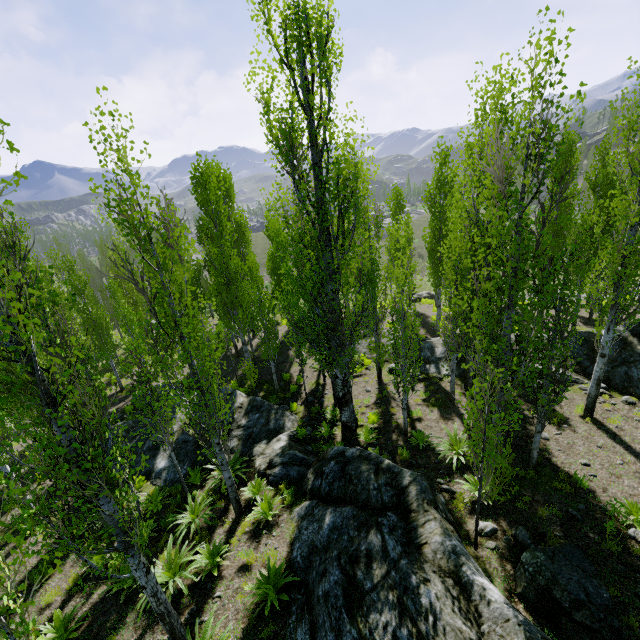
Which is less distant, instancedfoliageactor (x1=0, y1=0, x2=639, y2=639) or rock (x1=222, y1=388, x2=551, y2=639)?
instancedfoliageactor (x1=0, y1=0, x2=639, y2=639)

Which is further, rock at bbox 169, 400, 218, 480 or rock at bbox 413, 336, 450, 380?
rock at bbox 413, 336, 450, 380

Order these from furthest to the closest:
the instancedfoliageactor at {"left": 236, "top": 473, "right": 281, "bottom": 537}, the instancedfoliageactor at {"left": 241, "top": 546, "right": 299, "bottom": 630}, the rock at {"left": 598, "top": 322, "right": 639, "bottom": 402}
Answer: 1. the rock at {"left": 598, "top": 322, "right": 639, "bottom": 402}
2. the instancedfoliageactor at {"left": 236, "top": 473, "right": 281, "bottom": 537}
3. the instancedfoliageactor at {"left": 241, "top": 546, "right": 299, "bottom": 630}

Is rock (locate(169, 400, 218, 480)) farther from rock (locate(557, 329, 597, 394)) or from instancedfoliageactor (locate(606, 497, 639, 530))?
rock (locate(557, 329, 597, 394))

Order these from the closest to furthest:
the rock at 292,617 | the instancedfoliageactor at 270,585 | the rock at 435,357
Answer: the rock at 292,617, the instancedfoliageactor at 270,585, the rock at 435,357

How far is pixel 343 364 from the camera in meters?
10.6

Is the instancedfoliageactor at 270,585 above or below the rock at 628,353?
above
